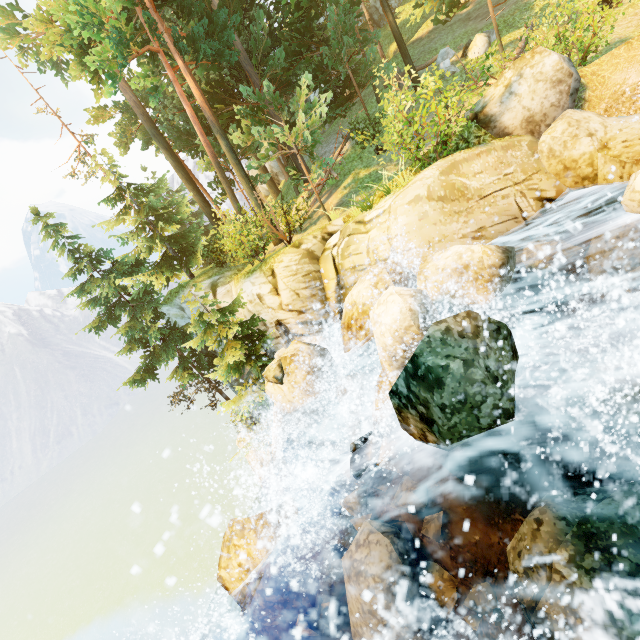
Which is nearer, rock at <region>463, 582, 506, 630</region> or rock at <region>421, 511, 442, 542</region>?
rock at <region>463, 582, 506, 630</region>

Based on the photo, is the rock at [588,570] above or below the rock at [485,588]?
above

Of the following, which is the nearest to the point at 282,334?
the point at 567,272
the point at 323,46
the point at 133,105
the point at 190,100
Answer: the point at 567,272

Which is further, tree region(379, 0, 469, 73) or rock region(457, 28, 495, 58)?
rock region(457, 28, 495, 58)

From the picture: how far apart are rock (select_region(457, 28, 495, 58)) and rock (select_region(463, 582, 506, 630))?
21.45m

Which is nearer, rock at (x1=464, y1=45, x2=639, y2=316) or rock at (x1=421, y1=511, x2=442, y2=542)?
rock at (x1=421, y1=511, x2=442, y2=542)

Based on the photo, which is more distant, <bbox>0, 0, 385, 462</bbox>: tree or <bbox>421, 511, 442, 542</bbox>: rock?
<bbox>0, 0, 385, 462</bbox>: tree

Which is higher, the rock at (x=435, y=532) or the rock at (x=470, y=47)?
the rock at (x=470, y=47)
